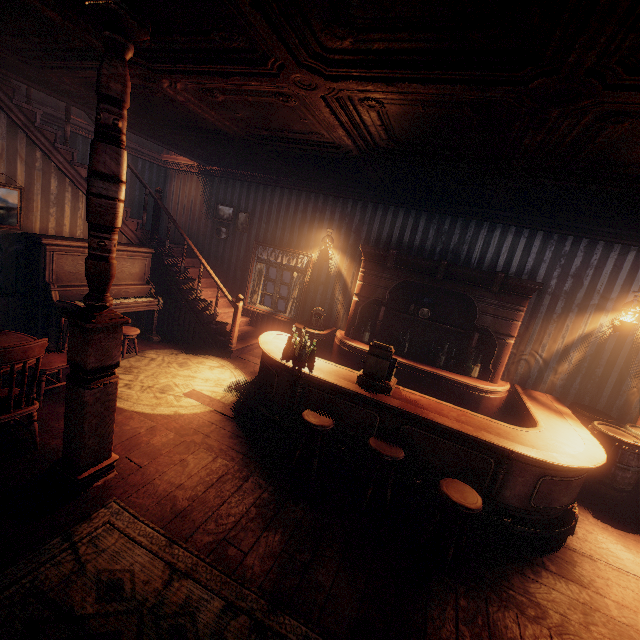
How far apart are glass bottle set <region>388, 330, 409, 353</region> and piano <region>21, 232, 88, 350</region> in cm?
475

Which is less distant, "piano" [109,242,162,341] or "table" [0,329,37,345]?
"table" [0,329,37,345]

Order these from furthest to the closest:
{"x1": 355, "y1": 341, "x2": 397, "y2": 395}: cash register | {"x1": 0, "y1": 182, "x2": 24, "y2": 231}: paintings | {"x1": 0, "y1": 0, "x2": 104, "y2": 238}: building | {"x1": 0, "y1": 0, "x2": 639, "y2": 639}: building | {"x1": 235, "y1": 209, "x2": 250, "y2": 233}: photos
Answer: {"x1": 235, "y1": 209, "x2": 250, "y2": 233}: photos → {"x1": 0, "y1": 182, "x2": 24, "y2": 231}: paintings → {"x1": 355, "y1": 341, "x2": 397, "y2": 395}: cash register → {"x1": 0, "y1": 0, "x2": 104, "y2": 238}: building → {"x1": 0, "y1": 0, "x2": 639, "y2": 639}: building

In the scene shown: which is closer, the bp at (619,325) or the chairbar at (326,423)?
the chairbar at (326,423)

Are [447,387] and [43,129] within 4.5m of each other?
no

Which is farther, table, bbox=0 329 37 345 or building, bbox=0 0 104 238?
table, bbox=0 329 37 345

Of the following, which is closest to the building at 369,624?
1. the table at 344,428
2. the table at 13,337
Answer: the table at 344,428

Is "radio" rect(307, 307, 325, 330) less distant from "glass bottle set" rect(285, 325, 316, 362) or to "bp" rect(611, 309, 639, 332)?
"glass bottle set" rect(285, 325, 316, 362)
